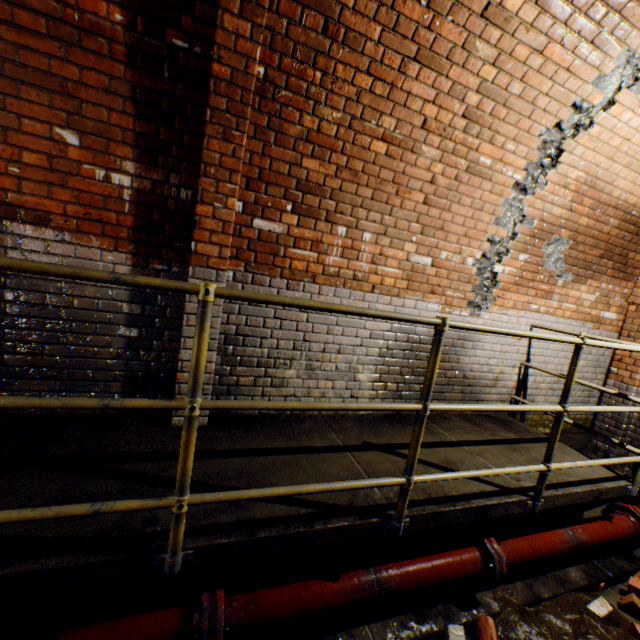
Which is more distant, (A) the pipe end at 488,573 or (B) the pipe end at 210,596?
(A) the pipe end at 488,573

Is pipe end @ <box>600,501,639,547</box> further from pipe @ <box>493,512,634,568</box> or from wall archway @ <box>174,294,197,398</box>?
wall archway @ <box>174,294,197,398</box>

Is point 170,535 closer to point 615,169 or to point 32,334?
point 32,334

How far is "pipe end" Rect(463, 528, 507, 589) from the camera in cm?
231

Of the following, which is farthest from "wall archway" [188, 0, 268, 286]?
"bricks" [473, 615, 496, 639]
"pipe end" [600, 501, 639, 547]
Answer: "bricks" [473, 615, 496, 639]

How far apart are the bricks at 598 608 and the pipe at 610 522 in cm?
37

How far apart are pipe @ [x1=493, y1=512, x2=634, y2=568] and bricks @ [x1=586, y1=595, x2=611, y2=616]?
0.4 meters

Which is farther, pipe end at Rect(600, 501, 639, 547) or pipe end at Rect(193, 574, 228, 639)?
pipe end at Rect(600, 501, 639, 547)
